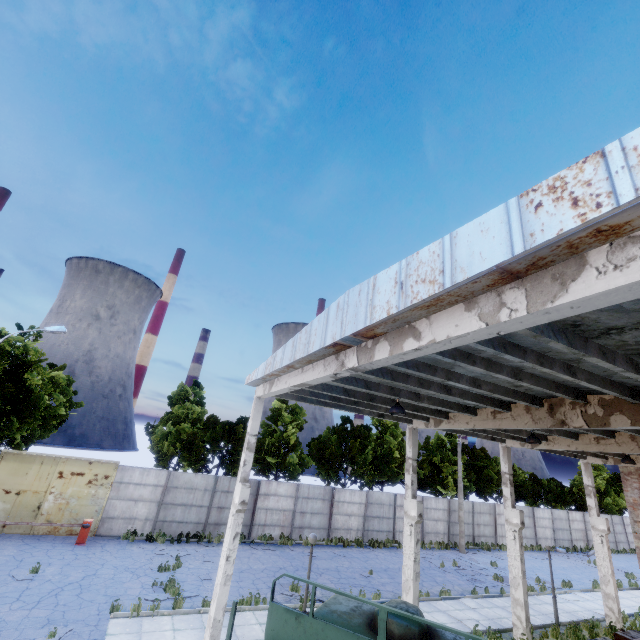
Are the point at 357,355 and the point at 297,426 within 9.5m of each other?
no

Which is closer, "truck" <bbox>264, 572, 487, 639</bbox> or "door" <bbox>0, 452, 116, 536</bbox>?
"truck" <bbox>264, 572, 487, 639</bbox>

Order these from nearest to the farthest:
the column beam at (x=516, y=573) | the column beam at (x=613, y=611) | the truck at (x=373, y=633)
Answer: the truck at (x=373, y=633), the column beam at (x=516, y=573), the column beam at (x=613, y=611)

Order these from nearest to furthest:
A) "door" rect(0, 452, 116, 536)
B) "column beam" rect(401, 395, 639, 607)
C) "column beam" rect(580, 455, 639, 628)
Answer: "column beam" rect(401, 395, 639, 607), "column beam" rect(580, 455, 639, 628), "door" rect(0, 452, 116, 536)

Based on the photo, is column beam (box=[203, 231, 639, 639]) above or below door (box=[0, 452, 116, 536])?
above

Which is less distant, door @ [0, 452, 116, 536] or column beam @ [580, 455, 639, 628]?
column beam @ [580, 455, 639, 628]

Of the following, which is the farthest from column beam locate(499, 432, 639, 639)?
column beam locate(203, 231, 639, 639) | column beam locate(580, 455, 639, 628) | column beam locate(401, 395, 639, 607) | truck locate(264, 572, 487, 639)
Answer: column beam locate(203, 231, 639, 639)

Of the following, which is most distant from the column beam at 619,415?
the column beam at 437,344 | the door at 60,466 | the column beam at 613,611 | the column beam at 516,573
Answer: the door at 60,466
